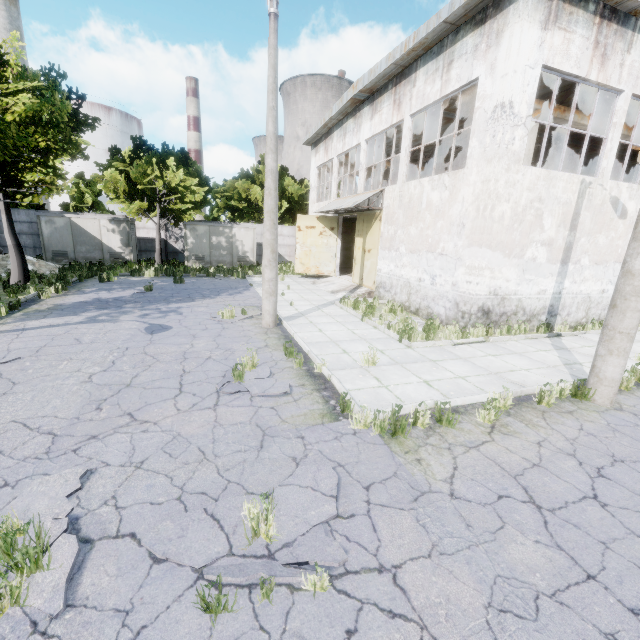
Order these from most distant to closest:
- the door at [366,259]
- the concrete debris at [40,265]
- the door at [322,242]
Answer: the door at [322,242] < the concrete debris at [40,265] < the door at [366,259]

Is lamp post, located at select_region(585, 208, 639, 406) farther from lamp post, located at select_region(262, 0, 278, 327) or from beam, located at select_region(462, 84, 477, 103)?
lamp post, located at select_region(262, 0, 278, 327)

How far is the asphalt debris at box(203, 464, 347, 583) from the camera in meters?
2.9

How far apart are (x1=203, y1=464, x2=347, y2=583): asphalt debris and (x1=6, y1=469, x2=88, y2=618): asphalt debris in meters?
0.5 m

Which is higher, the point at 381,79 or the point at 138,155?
the point at 381,79

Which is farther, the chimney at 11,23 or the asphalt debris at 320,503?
the chimney at 11,23

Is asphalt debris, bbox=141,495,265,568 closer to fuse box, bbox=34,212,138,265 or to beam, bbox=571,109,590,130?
beam, bbox=571,109,590,130

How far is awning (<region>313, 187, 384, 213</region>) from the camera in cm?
1519
